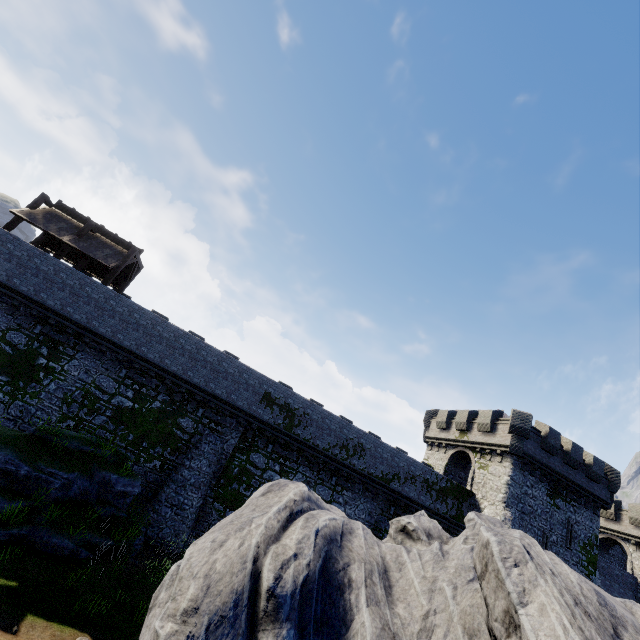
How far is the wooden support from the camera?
20.20m

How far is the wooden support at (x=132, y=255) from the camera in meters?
20.2

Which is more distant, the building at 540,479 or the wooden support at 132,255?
the building at 540,479

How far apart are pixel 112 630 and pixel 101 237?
21.0m

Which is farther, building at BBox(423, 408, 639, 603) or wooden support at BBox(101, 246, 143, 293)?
building at BBox(423, 408, 639, 603)
